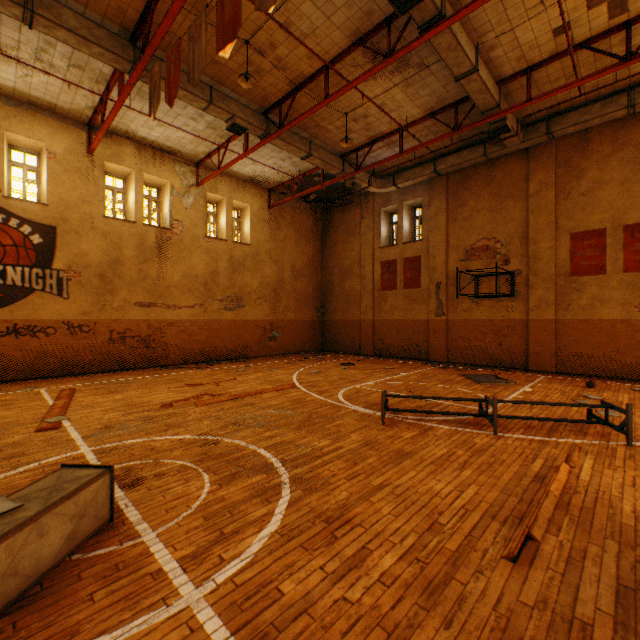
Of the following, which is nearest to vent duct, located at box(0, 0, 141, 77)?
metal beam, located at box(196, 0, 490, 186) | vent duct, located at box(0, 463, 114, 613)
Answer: metal beam, located at box(196, 0, 490, 186)

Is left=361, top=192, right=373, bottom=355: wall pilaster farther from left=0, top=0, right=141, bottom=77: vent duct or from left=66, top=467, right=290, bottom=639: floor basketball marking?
left=66, top=467, right=290, bottom=639: floor basketball marking

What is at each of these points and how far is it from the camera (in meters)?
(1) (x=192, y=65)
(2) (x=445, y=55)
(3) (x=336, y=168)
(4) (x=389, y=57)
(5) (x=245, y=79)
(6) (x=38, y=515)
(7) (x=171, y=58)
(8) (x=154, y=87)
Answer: (1) banner, 5.66
(2) vent duct, 7.67
(3) vent duct, 13.39
(4) metal beam, 7.46
(5) lamp, 8.18
(6) vent duct, 2.38
(7) banner, 6.32
(8) banner, 7.04

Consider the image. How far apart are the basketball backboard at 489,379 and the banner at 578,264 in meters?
4.5 m

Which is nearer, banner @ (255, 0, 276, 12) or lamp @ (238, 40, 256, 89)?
banner @ (255, 0, 276, 12)

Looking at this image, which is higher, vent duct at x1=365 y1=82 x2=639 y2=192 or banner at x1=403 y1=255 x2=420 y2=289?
vent duct at x1=365 y1=82 x2=639 y2=192

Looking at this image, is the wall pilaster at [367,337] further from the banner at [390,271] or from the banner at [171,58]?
the banner at [171,58]

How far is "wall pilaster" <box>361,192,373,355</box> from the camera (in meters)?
17.39
